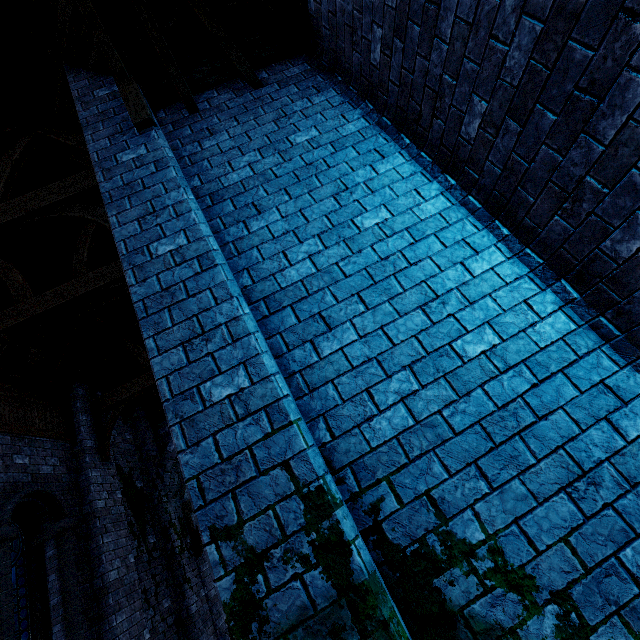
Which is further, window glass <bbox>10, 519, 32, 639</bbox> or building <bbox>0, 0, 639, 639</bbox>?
window glass <bbox>10, 519, 32, 639</bbox>

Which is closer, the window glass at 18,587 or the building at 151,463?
the building at 151,463

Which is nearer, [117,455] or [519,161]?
[519,161]
